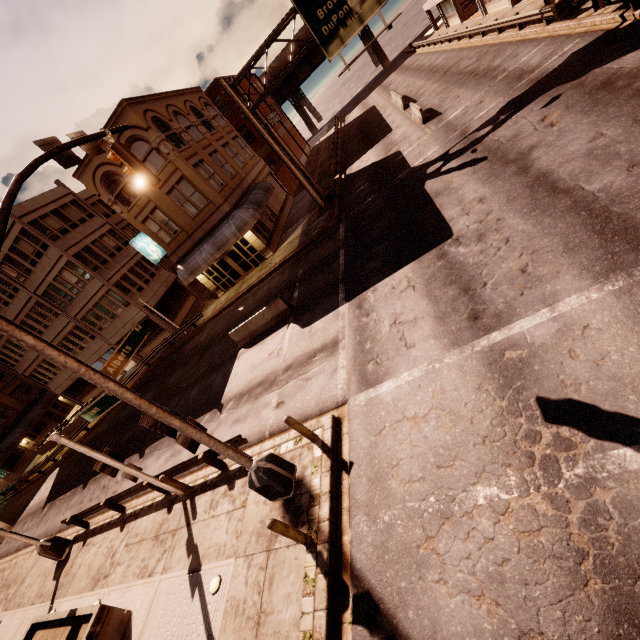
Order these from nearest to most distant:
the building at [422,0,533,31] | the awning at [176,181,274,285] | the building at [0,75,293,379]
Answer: the building at [0,75,293,379] → the awning at [176,181,274,285] → the building at [422,0,533,31]

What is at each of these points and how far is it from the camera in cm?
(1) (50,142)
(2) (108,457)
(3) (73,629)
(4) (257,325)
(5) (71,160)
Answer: (1) sign, 834
(2) sign, 1056
(3) planter, 959
(4) barrier, 1708
(5) sign, 859

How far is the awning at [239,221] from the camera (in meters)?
23.41

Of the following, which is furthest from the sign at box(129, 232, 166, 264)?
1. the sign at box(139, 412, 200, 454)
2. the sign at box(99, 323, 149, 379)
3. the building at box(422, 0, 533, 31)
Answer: the building at box(422, 0, 533, 31)

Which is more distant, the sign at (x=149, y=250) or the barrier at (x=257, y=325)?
the sign at (x=149, y=250)

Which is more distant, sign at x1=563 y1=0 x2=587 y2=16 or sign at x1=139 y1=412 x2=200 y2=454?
sign at x1=563 y1=0 x2=587 y2=16

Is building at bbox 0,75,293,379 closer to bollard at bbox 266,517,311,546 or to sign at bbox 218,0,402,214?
sign at bbox 218,0,402,214

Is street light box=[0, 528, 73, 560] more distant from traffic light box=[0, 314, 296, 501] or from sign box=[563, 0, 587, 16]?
sign box=[563, 0, 587, 16]
